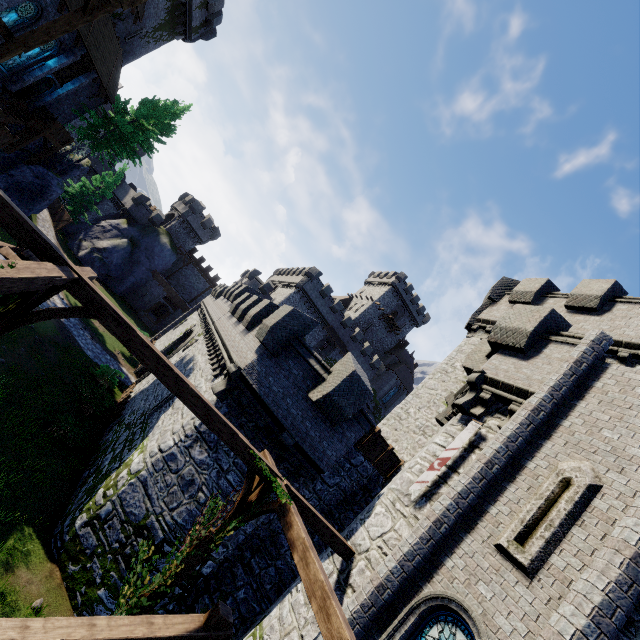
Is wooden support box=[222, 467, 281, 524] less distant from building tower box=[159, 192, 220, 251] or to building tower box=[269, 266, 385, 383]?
building tower box=[269, 266, 385, 383]

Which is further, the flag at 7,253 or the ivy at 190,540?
the ivy at 190,540

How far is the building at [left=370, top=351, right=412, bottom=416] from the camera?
54.7 meters

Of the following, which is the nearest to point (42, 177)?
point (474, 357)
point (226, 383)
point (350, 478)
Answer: point (226, 383)

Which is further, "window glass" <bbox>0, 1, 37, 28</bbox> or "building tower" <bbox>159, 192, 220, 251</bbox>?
"building tower" <bbox>159, 192, 220, 251</bbox>

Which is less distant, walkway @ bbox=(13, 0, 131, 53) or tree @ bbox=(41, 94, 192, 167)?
walkway @ bbox=(13, 0, 131, 53)

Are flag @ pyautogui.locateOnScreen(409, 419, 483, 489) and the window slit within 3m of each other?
yes

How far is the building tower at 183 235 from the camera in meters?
49.5 m
